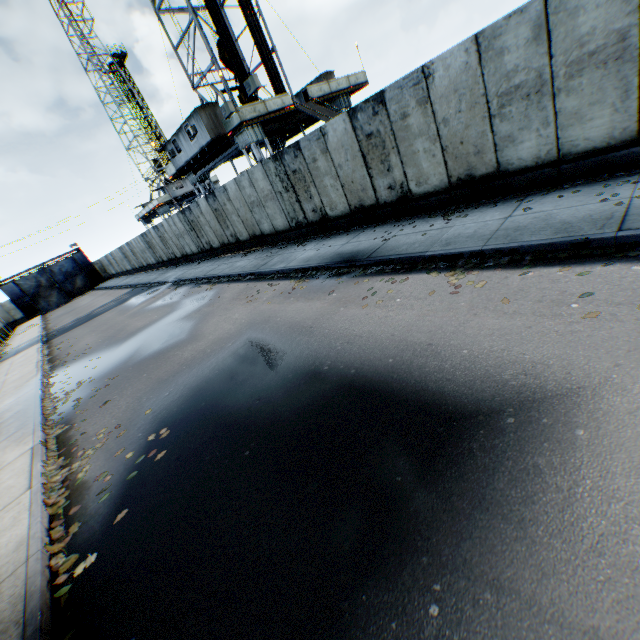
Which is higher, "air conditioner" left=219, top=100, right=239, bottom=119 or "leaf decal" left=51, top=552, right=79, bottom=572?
"air conditioner" left=219, top=100, right=239, bottom=119

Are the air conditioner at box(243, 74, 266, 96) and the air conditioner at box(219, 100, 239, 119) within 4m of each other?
yes

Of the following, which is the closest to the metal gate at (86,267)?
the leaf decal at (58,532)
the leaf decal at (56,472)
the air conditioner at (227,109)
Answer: the air conditioner at (227,109)

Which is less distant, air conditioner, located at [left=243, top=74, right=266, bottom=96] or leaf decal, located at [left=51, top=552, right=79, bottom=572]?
leaf decal, located at [left=51, top=552, right=79, bottom=572]

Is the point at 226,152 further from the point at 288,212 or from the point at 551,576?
the point at 551,576

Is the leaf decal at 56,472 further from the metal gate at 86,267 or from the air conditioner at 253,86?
the metal gate at 86,267

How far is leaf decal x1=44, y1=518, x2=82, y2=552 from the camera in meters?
4.0

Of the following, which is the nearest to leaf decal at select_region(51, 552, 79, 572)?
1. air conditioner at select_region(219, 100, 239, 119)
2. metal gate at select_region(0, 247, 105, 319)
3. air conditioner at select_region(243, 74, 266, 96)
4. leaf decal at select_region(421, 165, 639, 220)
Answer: leaf decal at select_region(421, 165, 639, 220)
